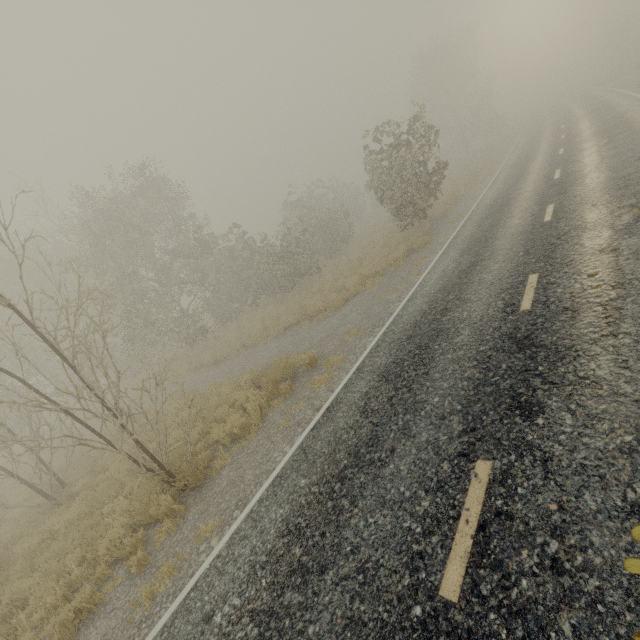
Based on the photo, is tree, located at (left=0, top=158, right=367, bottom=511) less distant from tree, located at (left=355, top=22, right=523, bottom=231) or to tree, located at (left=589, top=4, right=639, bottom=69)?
tree, located at (left=355, top=22, right=523, bottom=231)

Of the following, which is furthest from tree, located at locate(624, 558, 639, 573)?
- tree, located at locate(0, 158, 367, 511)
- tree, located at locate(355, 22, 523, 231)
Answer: tree, located at locate(0, 158, 367, 511)

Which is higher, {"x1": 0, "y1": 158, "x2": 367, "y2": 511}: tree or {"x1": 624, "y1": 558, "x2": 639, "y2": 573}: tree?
{"x1": 0, "y1": 158, "x2": 367, "y2": 511}: tree

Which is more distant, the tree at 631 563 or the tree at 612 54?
the tree at 612 54

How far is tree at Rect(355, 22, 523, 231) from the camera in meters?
15.5

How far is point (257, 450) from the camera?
7.29m

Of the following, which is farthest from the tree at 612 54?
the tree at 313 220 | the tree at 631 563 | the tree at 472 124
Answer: the tree at 631 563

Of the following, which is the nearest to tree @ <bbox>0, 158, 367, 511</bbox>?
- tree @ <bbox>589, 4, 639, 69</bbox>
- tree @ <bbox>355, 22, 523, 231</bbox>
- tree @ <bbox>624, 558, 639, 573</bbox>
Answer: tree @ <bbox>355, 22, 523, 231</bbox>
